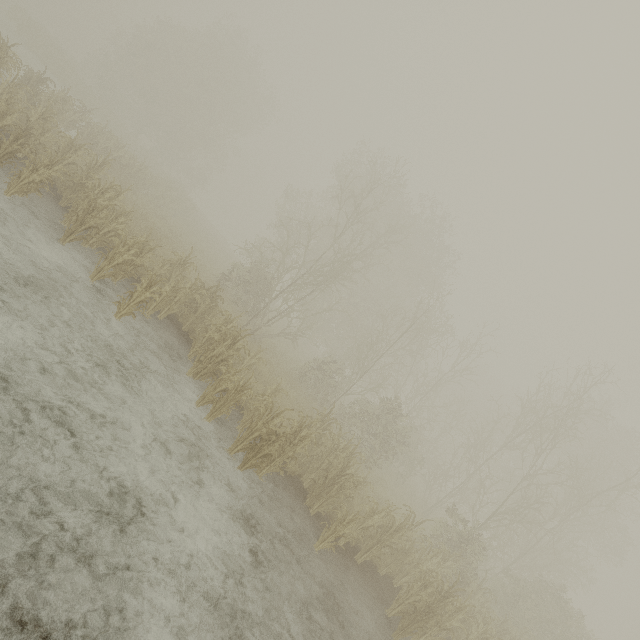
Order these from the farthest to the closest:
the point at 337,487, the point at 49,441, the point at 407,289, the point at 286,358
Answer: the point at 407,289, the point at 286,358, the point at 337,487, the point at 49,441
